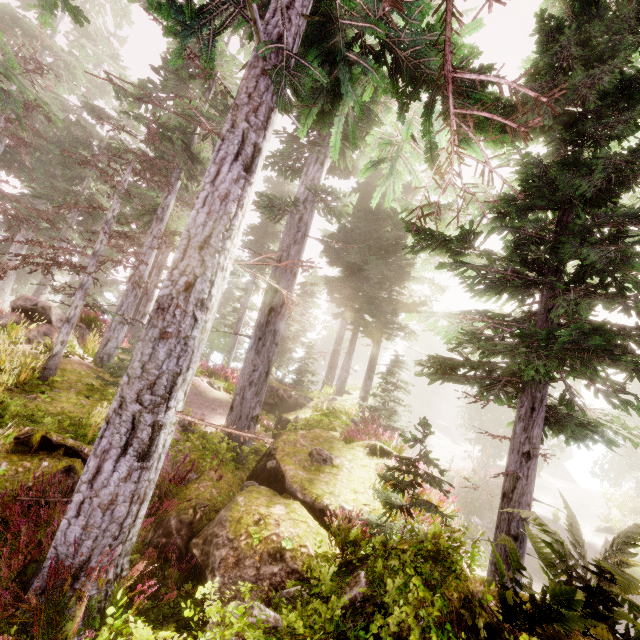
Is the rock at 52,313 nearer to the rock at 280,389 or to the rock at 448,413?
the rock at 280,389

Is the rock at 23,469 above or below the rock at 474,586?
below

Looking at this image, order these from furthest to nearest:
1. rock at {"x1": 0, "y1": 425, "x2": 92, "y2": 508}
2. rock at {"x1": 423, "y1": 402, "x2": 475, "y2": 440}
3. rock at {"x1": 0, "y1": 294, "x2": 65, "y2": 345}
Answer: rock at {"x1": 423, "y1": 402, "x2": 475, "y2": 440} < rock at {"x1": 0, "y1": 294, "x2": 65, "y2": 345} < rock at {"x1": 0, "y1": 425, "x2": 92, "y2": 508}

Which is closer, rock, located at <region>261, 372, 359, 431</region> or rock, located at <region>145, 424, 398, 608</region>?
rock, located at <region>145, 424, 398, 608</region>

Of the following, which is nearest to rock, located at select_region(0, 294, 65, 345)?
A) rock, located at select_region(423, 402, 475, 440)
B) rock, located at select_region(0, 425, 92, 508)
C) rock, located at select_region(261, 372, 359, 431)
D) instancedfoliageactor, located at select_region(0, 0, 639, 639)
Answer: instancedfoliageactor, located at select_region(0, 0, 639, 639)

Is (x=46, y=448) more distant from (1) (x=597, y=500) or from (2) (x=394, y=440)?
(1) (x=597, y=500)

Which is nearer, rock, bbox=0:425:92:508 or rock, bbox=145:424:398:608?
rock, bbox=145:424:398:608

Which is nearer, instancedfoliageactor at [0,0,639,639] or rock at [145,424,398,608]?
instancedfoliageactor at [0,0,639,639]
